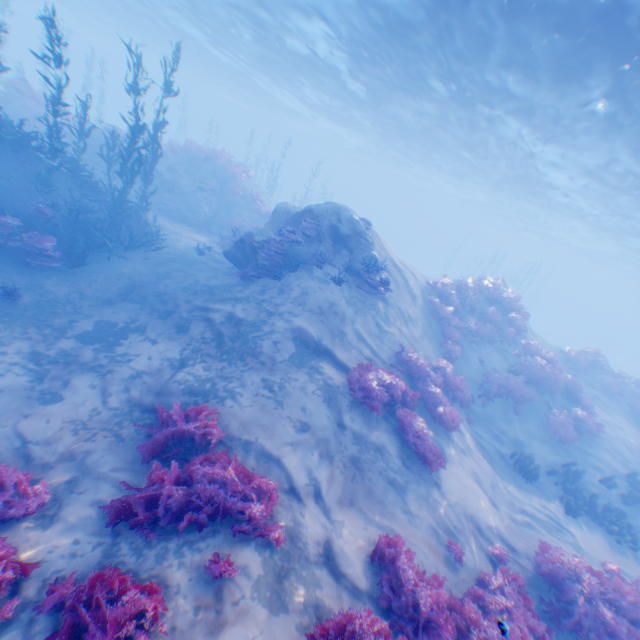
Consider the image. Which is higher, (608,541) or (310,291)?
(310,291)

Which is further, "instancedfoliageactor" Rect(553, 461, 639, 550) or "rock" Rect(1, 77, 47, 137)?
"rock" Rect(1, 77, 47, 137)

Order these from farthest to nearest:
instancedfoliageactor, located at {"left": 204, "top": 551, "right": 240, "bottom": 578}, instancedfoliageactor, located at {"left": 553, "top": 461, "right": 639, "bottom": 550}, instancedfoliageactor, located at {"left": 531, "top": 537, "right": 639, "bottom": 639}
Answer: instancedfoliageactor, located at {"left": 553, "top": 461, "right": 639, "bottom": 550}
instancedfoliageactor, located at {"left": 531, "top": 537, "right": 639, "bottom": 639}
instancedfoliageactor, located at {"left": 204, "top": 551, "right": 240, "bottom": 578}

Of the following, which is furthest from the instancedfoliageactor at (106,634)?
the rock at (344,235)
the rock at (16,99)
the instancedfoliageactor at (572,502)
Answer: the rock at (16,99)

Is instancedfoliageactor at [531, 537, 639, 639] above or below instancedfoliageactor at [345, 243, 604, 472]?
below

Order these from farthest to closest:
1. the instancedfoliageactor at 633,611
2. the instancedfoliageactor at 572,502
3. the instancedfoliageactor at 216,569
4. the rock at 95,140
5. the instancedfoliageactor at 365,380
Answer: the rock at 95,140 < the instancedfoliageactor at 572,502 < the instancedfoliageactor at 365,380 < the instancedfoliageactor at 633,611 < the instancedfoliageactor at 216,569

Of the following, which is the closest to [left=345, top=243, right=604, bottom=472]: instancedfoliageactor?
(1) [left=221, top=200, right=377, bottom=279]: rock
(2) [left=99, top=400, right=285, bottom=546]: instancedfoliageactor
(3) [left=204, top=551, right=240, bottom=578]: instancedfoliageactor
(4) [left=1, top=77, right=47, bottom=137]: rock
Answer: (1) [left=221, top=200, right=377, bottom=279]: rock

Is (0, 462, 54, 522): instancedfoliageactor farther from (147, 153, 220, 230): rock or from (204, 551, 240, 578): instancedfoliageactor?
(147, 153, 220, 230): rock
